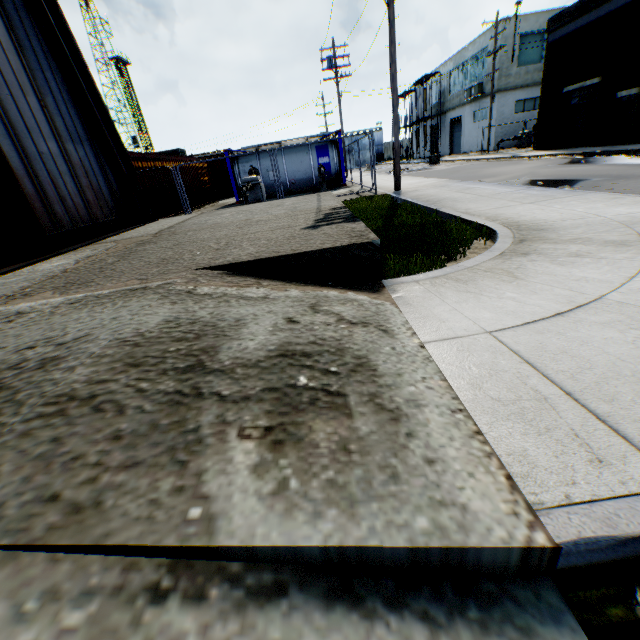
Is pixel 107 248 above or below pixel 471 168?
above

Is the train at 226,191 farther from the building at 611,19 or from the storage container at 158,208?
the building at 611,19

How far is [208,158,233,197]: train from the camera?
27.7m

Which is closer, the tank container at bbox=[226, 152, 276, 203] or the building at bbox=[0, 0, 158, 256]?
the building at bbox=[0, 0, 158, 256]

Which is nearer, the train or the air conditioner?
the train

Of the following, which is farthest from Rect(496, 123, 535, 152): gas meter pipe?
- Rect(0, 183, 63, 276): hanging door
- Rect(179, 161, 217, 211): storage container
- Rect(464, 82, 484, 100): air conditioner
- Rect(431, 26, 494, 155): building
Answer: Rect(0, 183, 63, 276): hanging door

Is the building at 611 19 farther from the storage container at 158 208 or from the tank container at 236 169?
the storage container at 158 208

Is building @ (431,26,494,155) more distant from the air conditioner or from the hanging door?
the hanging door
